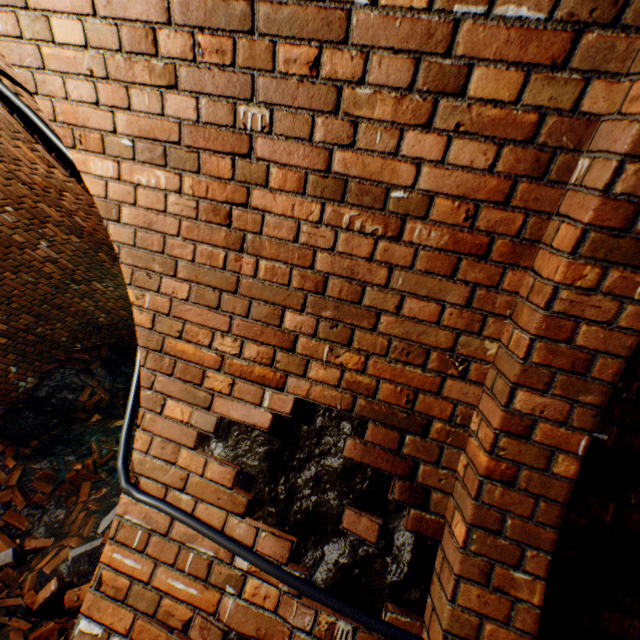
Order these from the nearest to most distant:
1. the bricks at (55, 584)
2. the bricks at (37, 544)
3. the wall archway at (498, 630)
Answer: the wall archway at (498, 630)
the bricks at (55, 584)
the bricks at (37, 544)

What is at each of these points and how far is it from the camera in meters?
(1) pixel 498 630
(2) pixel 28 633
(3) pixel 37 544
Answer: (1) wall archway, 1.0
(2) brick pile, 2.6
(3) bricks, 3.6

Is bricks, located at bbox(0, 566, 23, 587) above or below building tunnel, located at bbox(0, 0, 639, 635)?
below

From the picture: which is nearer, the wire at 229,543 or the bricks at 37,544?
the wire at 229,543

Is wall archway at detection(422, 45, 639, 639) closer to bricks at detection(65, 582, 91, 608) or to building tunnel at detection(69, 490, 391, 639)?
building tunnel at detection(69, 490, 391, 639)

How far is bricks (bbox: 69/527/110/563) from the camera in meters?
3.3 m

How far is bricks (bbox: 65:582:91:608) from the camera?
2.97m

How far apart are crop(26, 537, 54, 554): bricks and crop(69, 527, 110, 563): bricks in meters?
0.5 m
